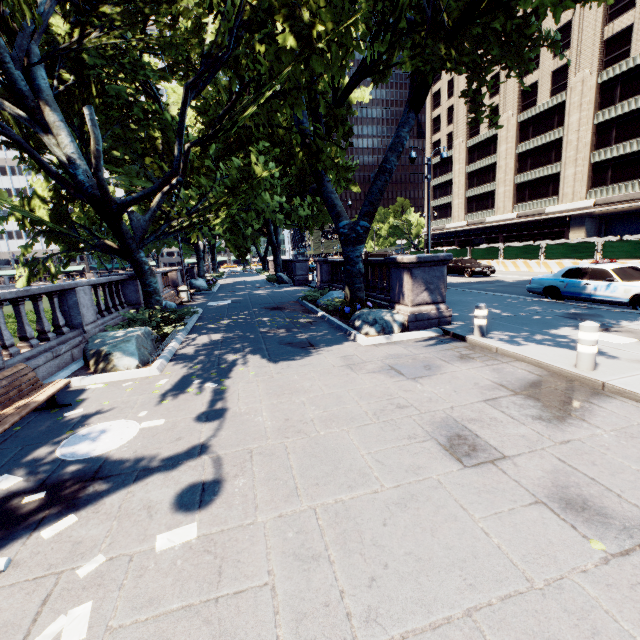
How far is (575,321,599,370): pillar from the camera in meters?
5.5

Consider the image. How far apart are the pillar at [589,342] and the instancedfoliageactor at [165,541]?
6.5m

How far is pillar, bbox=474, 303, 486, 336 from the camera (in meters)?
7.95

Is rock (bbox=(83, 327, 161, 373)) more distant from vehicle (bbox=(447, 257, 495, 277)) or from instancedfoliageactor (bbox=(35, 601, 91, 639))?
vehicle (bbox=(447, 257, 495, 277))

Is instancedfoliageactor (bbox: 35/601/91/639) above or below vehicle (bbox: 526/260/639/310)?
below

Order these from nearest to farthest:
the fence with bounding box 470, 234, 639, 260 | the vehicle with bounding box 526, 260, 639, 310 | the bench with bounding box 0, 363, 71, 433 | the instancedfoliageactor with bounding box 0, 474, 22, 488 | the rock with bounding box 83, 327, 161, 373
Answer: the instancedfoliageactor with bounding box 0, 474, 22, 488, the bench with bounding box 0, 363, 71, 433, the rock with bounding box 83, 327, 161, 373, the vehicle with bounding box 526, 260, 639, 310, the fence with bounding box 470, 234, 639, 260

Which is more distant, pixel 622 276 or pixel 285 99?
pixel 622 276

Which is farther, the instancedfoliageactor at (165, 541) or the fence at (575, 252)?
the fence at (575, 252)
